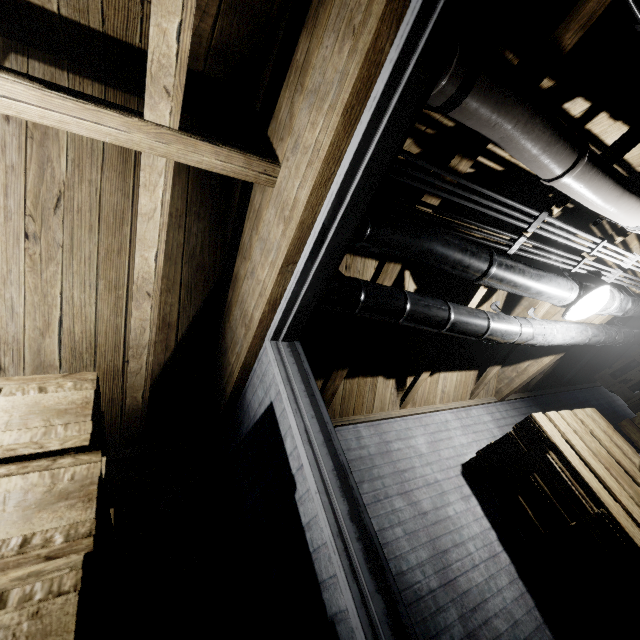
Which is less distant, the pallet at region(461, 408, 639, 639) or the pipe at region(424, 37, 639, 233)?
the pipe at region(424, 37, 639, 233)

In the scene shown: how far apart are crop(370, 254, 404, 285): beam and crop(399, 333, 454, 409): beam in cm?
82

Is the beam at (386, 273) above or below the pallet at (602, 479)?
above

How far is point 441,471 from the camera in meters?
2.7 m

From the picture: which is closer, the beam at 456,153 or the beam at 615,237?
the beam at 456,153

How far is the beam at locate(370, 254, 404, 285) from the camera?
1.8 meters

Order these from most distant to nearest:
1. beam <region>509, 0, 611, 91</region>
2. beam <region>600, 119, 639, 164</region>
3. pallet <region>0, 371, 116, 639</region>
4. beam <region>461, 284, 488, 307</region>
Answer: beam <region>461, 284, 488, 307</region> → beam <region>600, 119, 639, 164</region> → beam <region>509, 0, 611, 91</region> → pallet <region>0, 371, 116, 639</region>

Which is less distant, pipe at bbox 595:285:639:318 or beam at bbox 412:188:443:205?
beam at bbox 412:188:443:205
